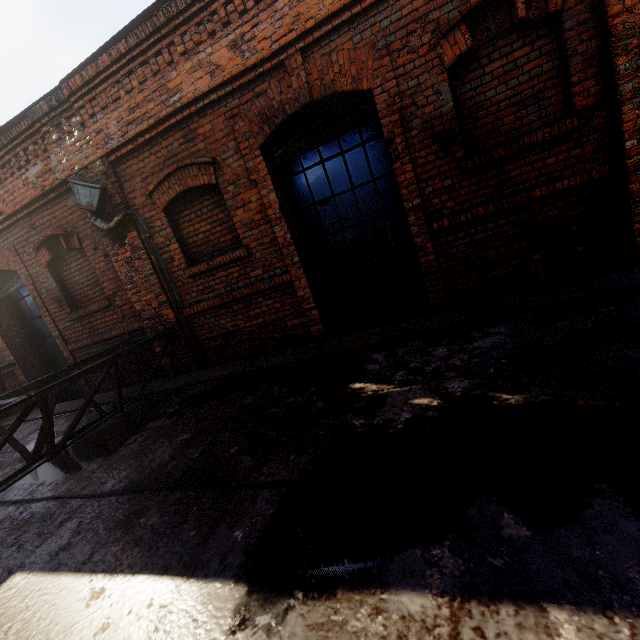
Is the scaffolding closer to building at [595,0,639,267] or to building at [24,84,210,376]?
building at [24,84,210,376]

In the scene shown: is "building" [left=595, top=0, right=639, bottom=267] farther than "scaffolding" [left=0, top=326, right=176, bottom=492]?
No

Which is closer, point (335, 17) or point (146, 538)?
point (146, 538)

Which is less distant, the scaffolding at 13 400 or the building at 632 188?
the building at 632 188

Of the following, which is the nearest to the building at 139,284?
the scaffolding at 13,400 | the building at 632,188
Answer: the scaffolding at 13,400

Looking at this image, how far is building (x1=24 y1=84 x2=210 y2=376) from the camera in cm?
467
